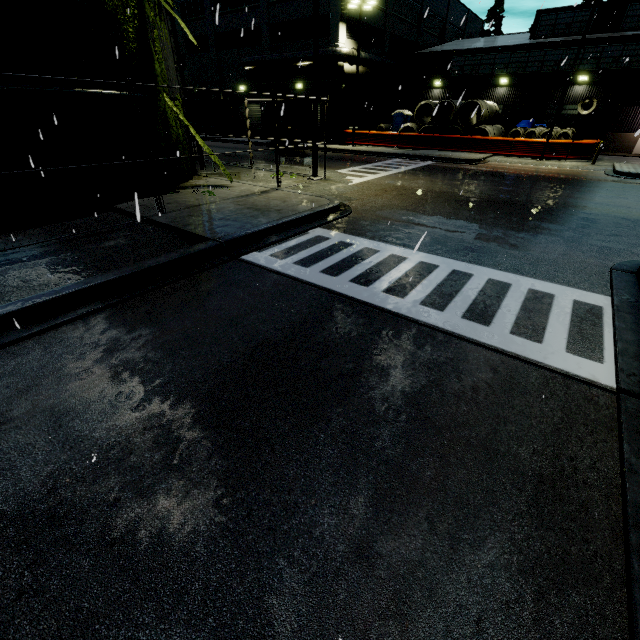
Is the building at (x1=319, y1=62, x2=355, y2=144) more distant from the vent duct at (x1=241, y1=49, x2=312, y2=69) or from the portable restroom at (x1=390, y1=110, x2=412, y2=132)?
the portable restroom at (x1=390, y1=110, x2=412, y2=132)

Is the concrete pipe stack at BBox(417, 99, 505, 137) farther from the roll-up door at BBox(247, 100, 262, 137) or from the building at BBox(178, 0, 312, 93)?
the roll-up door at BBox(247, 100, 262, 137)

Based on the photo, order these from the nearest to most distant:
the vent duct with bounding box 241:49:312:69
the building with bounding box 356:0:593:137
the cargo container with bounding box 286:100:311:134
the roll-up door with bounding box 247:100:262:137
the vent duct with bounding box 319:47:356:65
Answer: the cargo container with bounding box 286:100:311:134 < the vent duct with bounding box 319:47:356:65 < the building with bounding box 356:0:593:137 < the vent duct with bounding box 241:49:312:69 < the roll-up door with bounding box 247:100:262:137

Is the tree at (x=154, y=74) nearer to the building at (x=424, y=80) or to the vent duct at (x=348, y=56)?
the building at (x=424, y=80)

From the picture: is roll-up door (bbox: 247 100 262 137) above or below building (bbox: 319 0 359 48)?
below

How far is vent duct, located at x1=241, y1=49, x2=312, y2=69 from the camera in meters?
27.9 m

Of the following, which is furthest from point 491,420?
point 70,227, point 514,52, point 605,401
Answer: point 514,52

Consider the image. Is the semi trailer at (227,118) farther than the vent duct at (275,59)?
Yes
